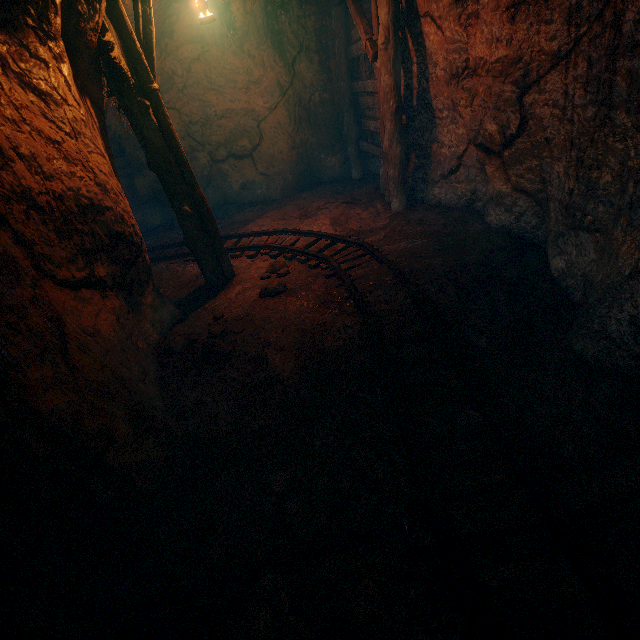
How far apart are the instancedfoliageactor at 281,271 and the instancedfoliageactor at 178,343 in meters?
1.7 m

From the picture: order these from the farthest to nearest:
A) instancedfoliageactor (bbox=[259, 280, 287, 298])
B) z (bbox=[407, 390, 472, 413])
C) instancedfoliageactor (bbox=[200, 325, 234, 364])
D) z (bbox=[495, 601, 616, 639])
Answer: instancedfoliageactor (bbox=[259, 280, 287, 298])
instancedfoliageactor (bbox=[200, 325, 234, 364])
z (bbox=[407, 390, 472, 413])
z (bbox=[495, 601, 616, 639])

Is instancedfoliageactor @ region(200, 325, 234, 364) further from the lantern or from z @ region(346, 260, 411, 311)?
the lantern

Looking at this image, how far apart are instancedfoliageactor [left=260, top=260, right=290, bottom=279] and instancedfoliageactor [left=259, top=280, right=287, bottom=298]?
0.3 meters

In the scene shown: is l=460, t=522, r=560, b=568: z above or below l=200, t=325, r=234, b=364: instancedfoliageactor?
below

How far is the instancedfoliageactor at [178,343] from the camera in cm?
452

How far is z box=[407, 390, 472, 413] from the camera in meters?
3.0

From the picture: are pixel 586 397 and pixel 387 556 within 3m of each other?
yes
